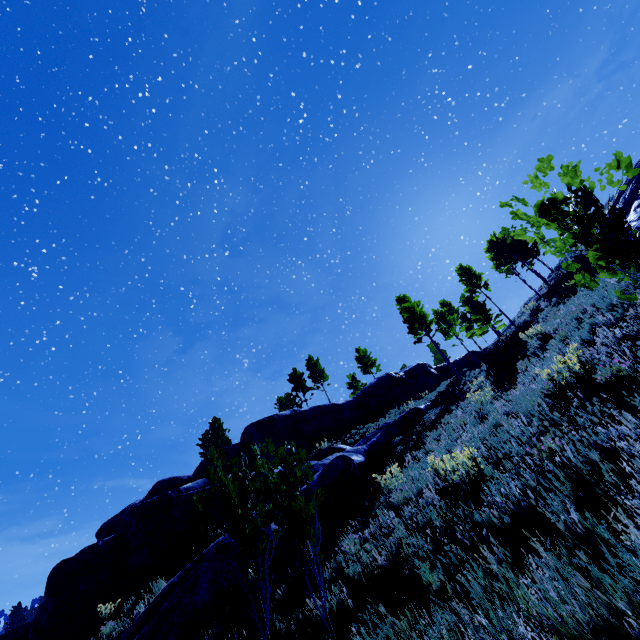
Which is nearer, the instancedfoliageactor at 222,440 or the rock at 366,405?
the instancedfoliageactor at 222,440

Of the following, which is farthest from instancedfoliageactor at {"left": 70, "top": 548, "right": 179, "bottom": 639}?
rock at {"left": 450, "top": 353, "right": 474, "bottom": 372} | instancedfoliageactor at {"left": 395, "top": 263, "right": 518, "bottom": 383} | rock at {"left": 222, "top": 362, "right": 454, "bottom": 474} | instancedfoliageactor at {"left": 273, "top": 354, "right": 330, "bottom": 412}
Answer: instancedfoliageactor at {"left": 273, "top": 354, "right": 330, "bottom": 412}

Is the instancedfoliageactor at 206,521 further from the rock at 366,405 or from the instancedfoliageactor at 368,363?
the instancedfoliageactor at 368,363

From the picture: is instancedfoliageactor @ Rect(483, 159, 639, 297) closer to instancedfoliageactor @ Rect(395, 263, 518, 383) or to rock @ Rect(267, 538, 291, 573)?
rock @ Rect(267, 538, 291, 573)

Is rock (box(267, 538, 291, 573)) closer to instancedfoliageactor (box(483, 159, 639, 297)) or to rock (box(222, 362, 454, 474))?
instancedfoliageactor (box(483, 159, 639, 297))

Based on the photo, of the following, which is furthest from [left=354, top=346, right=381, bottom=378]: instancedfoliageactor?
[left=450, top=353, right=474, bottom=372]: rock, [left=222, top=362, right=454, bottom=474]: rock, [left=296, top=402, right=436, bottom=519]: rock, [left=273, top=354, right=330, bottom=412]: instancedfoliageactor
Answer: [left=296, top=402, right=436, bottom=519]: rock

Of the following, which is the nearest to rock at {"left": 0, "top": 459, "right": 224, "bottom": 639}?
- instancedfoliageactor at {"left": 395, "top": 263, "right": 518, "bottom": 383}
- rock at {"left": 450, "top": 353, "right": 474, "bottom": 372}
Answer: instancedfoliageactor at {"left": 395, "top": 263, "right": 518, "bottom": 383}

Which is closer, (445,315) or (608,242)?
(608,242)
